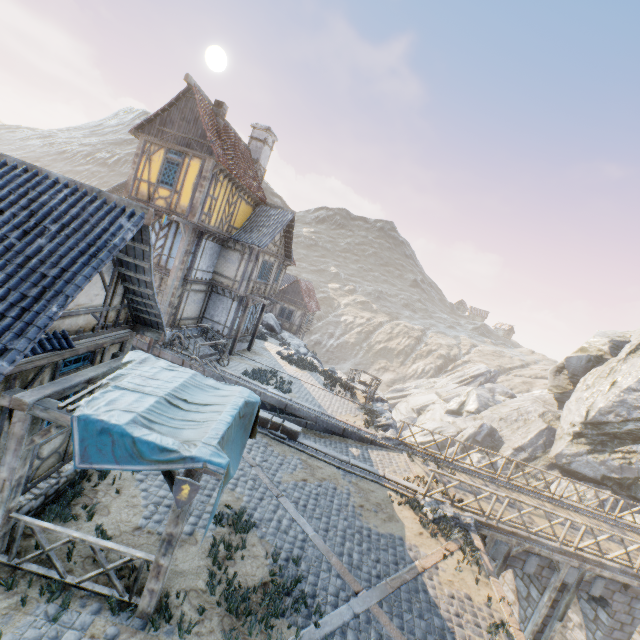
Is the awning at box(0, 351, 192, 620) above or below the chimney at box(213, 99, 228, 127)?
below

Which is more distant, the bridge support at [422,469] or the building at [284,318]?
the building at [284,318]

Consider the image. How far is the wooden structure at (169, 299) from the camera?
16.4 meters

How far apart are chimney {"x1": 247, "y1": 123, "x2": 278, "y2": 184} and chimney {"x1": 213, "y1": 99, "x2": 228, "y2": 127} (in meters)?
4.59

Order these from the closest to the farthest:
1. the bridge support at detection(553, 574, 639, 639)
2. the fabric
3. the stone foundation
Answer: the fabric, the stone foundation, the bridge support at detection(553, 574, 639, 639)

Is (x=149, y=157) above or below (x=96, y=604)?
above

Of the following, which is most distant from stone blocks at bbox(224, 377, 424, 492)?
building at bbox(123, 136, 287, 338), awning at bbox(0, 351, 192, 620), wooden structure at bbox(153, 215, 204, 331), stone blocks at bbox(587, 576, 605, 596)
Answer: stone blocks at bbox(587, 576, 605, 596)

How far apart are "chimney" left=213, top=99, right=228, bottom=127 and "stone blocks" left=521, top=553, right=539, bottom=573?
23.5 meters
